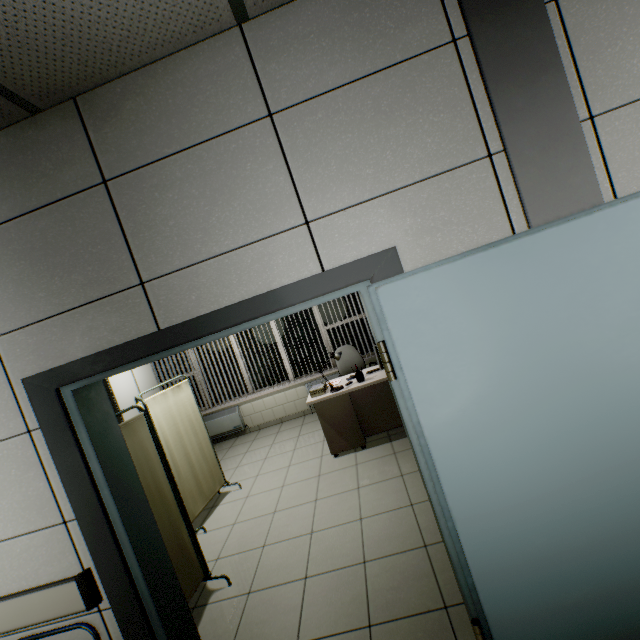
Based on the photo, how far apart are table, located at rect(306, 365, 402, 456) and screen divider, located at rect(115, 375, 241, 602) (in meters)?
1.38

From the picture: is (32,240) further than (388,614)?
No

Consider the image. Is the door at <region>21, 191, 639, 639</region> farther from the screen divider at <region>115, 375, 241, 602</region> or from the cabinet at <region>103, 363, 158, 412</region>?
the cabinet at <region>103, 363, 158, 412</region>

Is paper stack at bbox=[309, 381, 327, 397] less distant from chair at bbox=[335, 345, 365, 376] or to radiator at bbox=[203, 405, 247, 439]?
chair at bbox=[335, 345, 365, 376]

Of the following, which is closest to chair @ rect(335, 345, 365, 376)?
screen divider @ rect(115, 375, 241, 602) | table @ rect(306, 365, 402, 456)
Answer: table @ rect(306, 365, 402, 456)

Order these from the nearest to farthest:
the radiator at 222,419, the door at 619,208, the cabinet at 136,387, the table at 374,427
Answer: the door at 619,208, the table at 374,427, the cabinet at 136,387, the radiator at 222,419

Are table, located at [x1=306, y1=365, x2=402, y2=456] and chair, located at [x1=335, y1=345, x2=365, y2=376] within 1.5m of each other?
yes

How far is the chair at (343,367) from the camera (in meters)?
5.68
